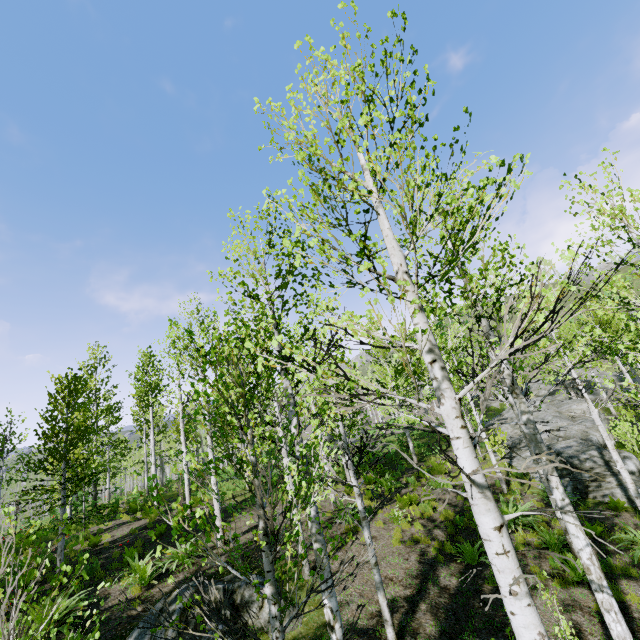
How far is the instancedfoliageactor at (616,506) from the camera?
11.4m

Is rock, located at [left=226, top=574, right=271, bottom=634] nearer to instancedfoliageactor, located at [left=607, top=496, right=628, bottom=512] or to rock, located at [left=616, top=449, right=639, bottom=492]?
instancedfoliageactor, located at [left=607, top=496, right=628, bottom=512]

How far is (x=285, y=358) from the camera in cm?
459

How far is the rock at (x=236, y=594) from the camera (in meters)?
7.14

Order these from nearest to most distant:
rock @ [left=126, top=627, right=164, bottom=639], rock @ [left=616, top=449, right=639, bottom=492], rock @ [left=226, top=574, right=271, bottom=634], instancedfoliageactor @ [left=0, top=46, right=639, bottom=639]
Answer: instancedfoliageactor @ [left=0, top=46, right=639, bottom=639], rock @ [left=126, top=627, right=164, bottom=639], rock @ [left=226, top=574, right=271, bottom=634], rock @ [left=616, top=449, right=639, bottom=492]

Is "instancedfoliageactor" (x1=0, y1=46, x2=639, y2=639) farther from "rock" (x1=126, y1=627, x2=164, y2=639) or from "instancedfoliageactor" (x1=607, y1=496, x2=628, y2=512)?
"instancedfoliageactor" (x1=607, y1=496, x2=628, y2=512)

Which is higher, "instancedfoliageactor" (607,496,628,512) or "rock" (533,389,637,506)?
"rock" (533,389,637,506)

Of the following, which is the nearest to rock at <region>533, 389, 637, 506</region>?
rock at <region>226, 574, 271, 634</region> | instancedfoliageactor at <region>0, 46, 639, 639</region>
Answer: instancedfoliageactor at <region>0, 46, 639, 639</region>
